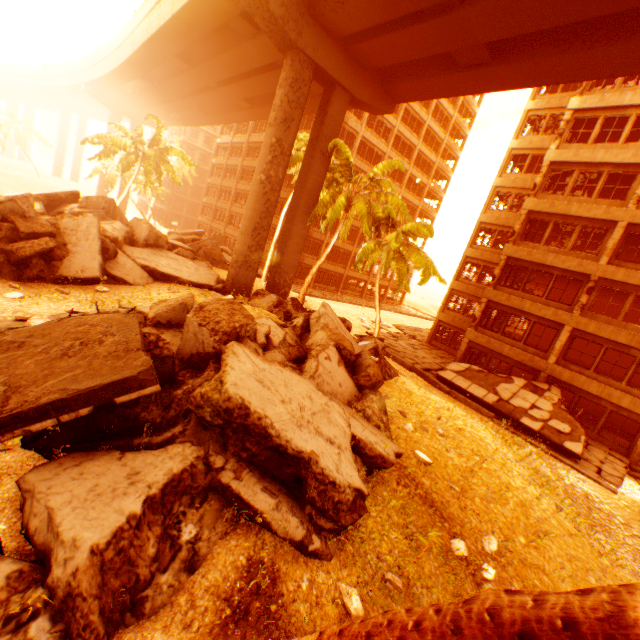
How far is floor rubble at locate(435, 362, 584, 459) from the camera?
15.2 meters

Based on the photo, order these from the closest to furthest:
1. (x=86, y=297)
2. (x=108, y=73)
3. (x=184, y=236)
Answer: (x=86, y=297)
(x=184, y=236)
(x=108, y=73)

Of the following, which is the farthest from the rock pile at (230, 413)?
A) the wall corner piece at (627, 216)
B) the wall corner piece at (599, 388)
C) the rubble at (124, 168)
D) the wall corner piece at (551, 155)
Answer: the wall corner piece at (551, 155)

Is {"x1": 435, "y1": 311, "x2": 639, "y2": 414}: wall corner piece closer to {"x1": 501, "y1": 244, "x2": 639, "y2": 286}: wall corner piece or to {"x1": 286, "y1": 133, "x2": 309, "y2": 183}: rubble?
{"x1": 286, "y1": 133, "x2": 309, "y2": 183}: rubble

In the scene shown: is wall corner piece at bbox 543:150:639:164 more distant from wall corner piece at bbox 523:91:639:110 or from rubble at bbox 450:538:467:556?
rubble at bbox 450:538:467:556

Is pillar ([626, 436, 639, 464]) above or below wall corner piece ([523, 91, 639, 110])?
below

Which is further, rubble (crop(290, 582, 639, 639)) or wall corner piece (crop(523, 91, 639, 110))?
wall corner piece (crop(523, 91, 639, 110))

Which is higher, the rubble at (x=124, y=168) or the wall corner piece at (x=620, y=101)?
the wall corner piece at (x=620, y=101)
